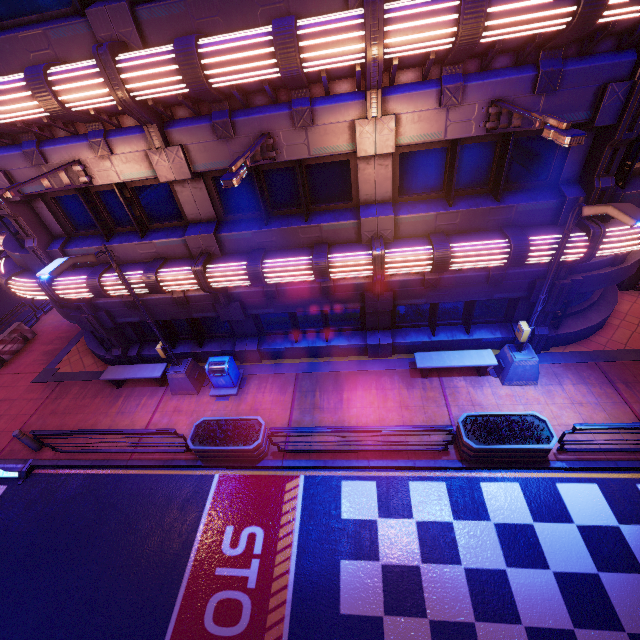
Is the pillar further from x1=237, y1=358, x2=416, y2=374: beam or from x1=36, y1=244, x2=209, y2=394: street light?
x1=36, y1=244, x2=209, y2=394: street light

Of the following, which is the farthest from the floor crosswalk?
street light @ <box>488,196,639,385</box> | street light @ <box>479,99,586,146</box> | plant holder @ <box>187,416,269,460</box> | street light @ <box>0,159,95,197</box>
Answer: street light @ <box>479,99,586,146</box>

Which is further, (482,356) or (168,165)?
(482,356)

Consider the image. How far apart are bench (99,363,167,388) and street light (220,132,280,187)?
8.37m

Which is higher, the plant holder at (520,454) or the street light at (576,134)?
the street light at (576,134)

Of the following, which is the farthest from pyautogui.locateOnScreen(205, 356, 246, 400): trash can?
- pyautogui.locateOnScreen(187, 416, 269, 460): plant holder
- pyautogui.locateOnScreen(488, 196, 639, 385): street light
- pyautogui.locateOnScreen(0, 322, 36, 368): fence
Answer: pyautogui.locateOnScreen(0, 322, 36, 368): fence

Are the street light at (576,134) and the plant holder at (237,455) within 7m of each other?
no

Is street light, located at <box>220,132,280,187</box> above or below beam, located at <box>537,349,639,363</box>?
above
